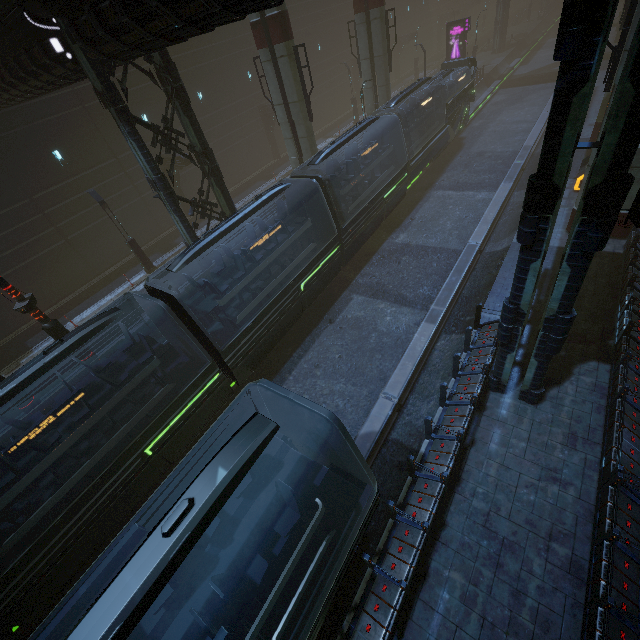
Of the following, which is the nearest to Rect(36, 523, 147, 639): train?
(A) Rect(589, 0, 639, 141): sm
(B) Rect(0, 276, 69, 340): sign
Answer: (B) Rect(0, 276, 69, 340): sign

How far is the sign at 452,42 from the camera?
32.4m

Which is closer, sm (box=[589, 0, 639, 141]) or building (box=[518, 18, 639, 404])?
building (box=[518, 18, 639, 404])

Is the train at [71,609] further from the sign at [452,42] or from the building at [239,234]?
the sign at [452,42]

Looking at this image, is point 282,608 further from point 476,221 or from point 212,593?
point 476,221

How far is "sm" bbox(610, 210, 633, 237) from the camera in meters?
12.9

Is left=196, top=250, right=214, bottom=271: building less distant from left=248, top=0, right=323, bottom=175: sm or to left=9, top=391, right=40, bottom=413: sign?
left=248, top=0, right=323, bottom=175: sm

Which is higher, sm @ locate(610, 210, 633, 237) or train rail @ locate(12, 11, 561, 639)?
sm @ locate(610, 210, 633, 237)
